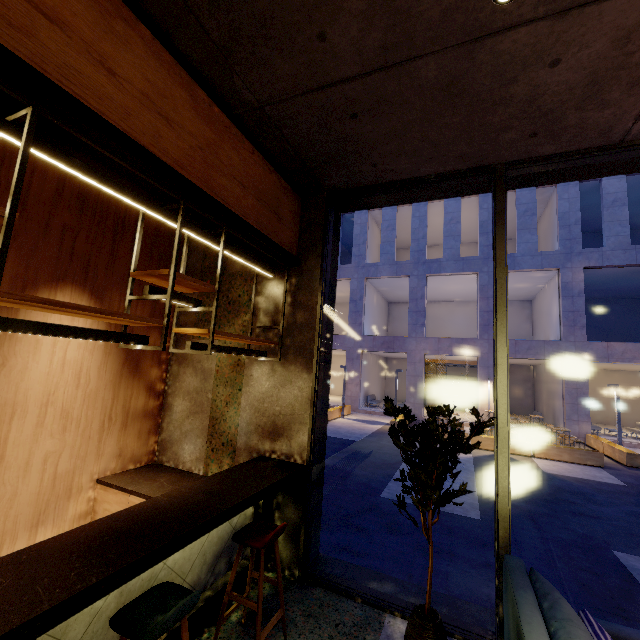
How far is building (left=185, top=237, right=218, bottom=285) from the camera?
4.8m

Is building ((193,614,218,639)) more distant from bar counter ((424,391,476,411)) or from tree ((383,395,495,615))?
bar counter ((424,391,476,411))

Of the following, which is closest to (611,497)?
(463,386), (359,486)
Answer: (359,486)

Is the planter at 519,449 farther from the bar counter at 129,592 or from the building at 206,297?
the bar counter at 129,592

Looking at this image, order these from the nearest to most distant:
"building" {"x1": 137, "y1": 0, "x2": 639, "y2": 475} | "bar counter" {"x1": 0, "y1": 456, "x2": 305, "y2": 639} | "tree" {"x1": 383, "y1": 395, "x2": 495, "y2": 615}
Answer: "bar counter" {"x1": 0, "y1": 456, "x2": 305, "y2": 639} → "building" {"x1": 137, "y1": 0, "x2": 639, "y2": 475} → "tree" {"x1": 383, "y1": 395, "x2": 495, "y2": 615}

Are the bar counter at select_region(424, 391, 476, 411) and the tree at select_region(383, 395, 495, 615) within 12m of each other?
no

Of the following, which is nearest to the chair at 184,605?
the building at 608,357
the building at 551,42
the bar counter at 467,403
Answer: the building at 551,42

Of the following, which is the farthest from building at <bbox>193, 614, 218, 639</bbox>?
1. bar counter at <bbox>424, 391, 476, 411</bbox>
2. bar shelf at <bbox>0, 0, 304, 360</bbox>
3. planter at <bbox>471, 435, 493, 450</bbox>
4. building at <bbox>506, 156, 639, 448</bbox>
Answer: bar counter at <bbox>424, 391, 476, 411</bbox>
